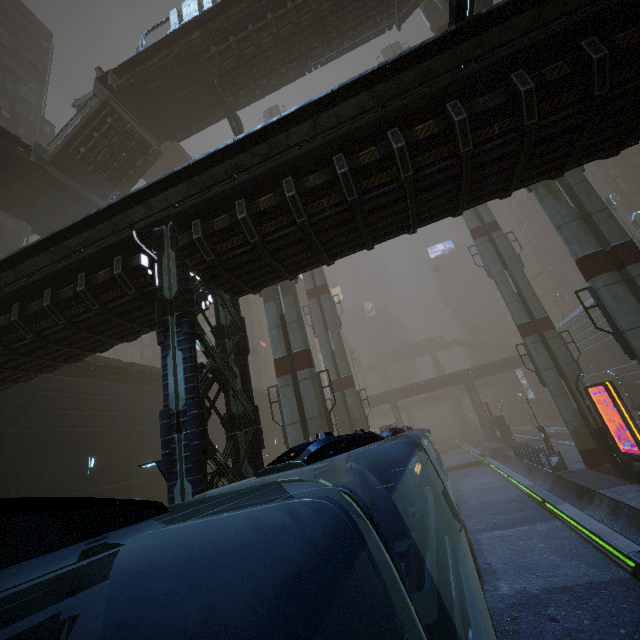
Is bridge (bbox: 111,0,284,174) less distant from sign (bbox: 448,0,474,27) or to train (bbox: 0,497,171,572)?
sign (bbox: 448,0,474,27)

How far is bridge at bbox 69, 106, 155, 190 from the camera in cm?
2142

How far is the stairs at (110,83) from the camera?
21.03m

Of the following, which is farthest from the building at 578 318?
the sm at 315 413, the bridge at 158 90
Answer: the sm at 315 413

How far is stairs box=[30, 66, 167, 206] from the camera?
21.03m

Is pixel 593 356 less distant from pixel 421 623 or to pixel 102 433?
pixel 421 623

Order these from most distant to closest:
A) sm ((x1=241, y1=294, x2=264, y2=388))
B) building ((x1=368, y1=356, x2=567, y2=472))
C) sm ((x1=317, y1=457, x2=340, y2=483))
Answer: sm ((x1=241, y1=294, x2=264, y2=388)) → building ((x1=368, y1=356, x2=567, y2=472)) → sm ((x1=317, y1=457, x2=340, y2=483))

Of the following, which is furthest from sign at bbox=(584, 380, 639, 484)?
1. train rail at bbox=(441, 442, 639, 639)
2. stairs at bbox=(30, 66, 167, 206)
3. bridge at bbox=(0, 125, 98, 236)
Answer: bridge at bbox=(0, 125, 98, 236)
